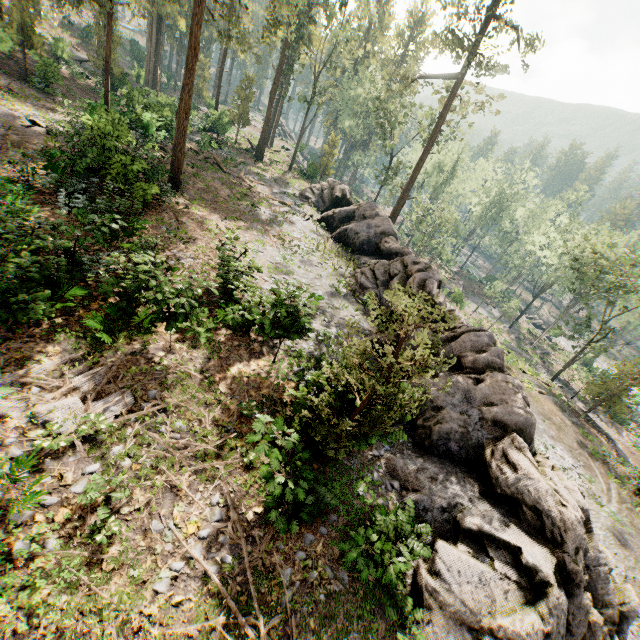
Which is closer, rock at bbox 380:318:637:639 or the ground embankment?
rock at bbox 380:318:637:639

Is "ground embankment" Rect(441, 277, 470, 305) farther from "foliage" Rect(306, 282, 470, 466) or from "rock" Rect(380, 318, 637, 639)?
"rock" Rect(380, 318, 637, 639)

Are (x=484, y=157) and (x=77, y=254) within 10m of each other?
no

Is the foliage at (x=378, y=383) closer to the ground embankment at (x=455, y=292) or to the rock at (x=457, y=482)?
the rock at (x=457, y=482)

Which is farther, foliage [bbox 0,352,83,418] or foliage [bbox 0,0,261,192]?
foliage [bbox 0,0,261,192]

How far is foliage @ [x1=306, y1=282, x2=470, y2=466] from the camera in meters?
6.9 m

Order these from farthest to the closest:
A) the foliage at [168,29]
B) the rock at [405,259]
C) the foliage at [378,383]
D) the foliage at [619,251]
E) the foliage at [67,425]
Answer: the foliage at [619,251] → the foliage at [168,29] → the rock at [405,259] → the foliage at [67,425] → the foliage at [378,383]
